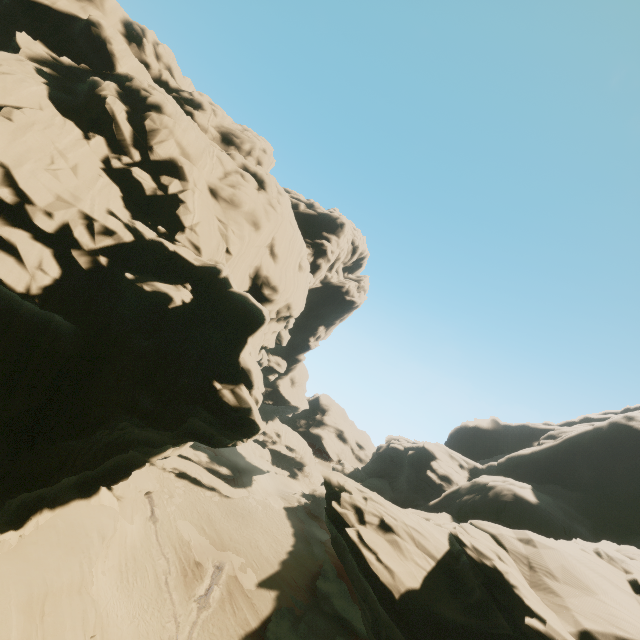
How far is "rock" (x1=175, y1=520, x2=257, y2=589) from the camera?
31.2 meters

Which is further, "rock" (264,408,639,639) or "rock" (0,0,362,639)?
"rock" (264,408,639,639)

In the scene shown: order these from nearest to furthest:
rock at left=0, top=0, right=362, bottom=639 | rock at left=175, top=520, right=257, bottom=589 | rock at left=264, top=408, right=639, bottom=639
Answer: rock at left=0, top=0, right=362, bottom=639 → rock at left=264, top=408, right=639, bottom=639 → rock at left=175, top=520, right=257, bottom=589

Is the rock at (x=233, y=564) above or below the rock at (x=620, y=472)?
below

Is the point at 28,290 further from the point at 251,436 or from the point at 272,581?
the point at 272,581

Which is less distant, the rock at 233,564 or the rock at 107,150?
the rock at 107,150
